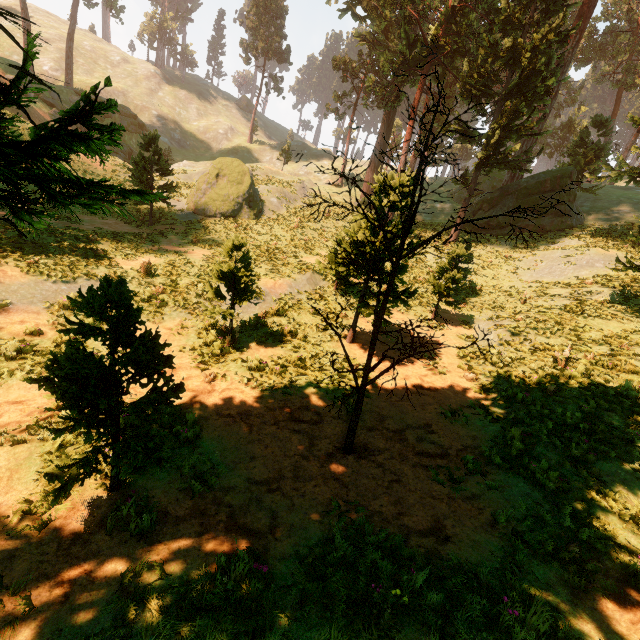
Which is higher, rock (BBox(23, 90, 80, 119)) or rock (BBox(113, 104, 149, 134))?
rock (BBox(113, 104, 149, 134))

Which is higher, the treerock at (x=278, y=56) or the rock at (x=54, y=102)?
the treerock at (x=278, y=56)

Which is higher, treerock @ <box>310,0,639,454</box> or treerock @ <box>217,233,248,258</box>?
treerock @ <box>310,0,639,454</box>

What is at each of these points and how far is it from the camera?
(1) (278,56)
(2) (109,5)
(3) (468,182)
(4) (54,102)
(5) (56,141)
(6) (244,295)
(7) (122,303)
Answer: (1) treerock, 51.2m
(2) treerock, 46.0m
(3) treerock, 29.5m
(4) rock, 35.6m
(5) treerock, 3.9m
(6) treerock, 10.9m
(7) treerock, 4.3m

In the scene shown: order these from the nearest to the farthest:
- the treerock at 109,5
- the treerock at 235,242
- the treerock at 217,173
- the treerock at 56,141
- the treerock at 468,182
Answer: the treerock at 56,141 < the treerock at 468,182 < the treerock at 235,242 < the treerock at 217,173 < the treerock at 109,5

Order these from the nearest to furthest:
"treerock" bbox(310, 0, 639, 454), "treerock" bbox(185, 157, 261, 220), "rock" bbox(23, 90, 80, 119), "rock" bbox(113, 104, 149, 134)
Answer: "treerock" bbox(310, 0, 639, 454), "treerock" bbox(185, 157, 261, 220), "rock" bbox(23, 90, 80, 119), "rock" bbox(113, 104, 149, 134)

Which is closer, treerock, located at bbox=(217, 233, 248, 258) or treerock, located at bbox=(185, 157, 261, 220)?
treerock, located at bbox=(217, 233, 248, 258)
